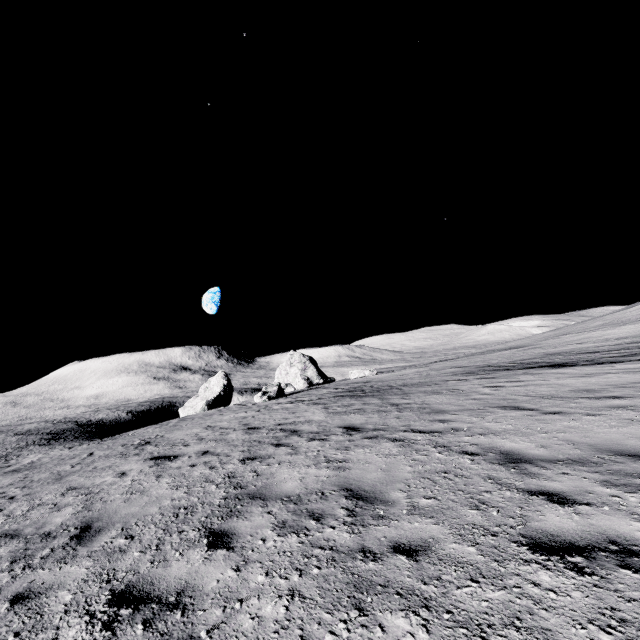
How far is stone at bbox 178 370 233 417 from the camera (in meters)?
39.59

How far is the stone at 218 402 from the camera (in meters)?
39.59

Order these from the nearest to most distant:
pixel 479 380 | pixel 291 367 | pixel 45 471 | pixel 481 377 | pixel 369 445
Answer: pixel 369 445 → pixel 45 471 → pixel 479 380 → pixel 481 377 → pixel 291 367
